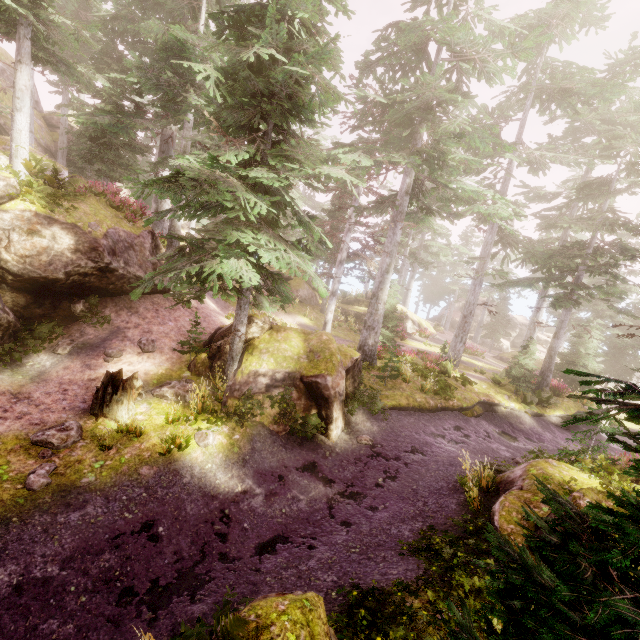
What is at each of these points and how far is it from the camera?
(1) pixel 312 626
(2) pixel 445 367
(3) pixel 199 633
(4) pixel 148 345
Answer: (1) rock, 2.8m
(2) tree trunk, 18.8m
(3) instancedfoliageactor, 4.4m
(4) instancedfoliageactor, 12.3m

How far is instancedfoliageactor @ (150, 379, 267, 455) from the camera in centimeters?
866cm

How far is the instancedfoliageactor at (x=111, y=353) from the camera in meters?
11.3

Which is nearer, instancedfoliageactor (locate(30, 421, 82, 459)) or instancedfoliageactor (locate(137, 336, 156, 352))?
instancedfoliageactor (locate(30, 421, 82, 459))

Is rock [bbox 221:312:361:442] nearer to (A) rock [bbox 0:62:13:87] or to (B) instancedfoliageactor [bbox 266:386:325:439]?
(B) instancedfoliageactor [bbox 266:386:325:439]

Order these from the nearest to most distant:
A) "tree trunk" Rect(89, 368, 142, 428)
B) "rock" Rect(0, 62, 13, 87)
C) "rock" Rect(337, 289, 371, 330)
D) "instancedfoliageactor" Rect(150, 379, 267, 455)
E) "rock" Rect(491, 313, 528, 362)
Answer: "instancedfoliageactor" Rect(150, 379, 267, 455) → "tree trunk" Rect(89, 368, 142, 428) → "rock" Rect(0, 62, 13, 87) → "rock" Rect(337, 289, 371, 330) → "rock" Rect(491, 313, 528, 362)

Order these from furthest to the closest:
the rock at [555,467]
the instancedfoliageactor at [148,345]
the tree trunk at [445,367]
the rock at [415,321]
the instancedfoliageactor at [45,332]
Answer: the rock at [415,321] → the tree trunk at [445,367] → the instancedfoliageactor at [148,345] → the instancedfoliageactor at [45,332] → the rock at [555,467]

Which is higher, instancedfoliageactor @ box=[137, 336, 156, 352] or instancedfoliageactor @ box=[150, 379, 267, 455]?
instancedfoliageactor @ box=[137, 336, 156, 352]
